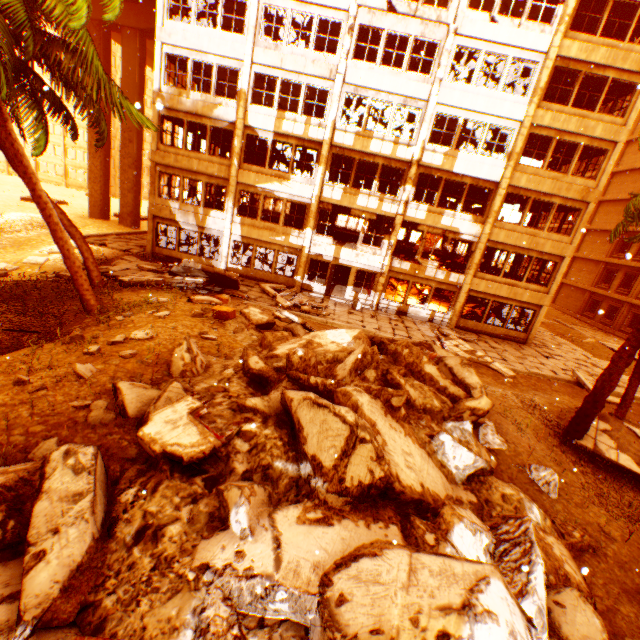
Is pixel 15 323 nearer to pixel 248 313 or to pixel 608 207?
pixel 248 313

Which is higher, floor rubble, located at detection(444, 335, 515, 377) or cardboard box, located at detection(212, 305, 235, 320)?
cardboard box, located at detection(212, 305, 235, 320)

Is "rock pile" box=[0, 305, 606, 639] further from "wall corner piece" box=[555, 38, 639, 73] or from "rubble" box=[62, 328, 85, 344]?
"wall corner piece" box=[555, 38, 639, 73]

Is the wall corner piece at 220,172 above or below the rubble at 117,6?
below

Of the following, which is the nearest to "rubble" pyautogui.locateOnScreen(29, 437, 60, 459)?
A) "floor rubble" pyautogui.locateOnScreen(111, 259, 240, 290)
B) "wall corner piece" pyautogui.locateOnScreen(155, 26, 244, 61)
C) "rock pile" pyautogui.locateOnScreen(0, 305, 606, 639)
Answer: "rock pile" pyautogui.locateOnScreen(0, 305, 606, 639)

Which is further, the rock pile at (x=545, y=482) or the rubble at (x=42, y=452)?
the rock pile at (x=545, y=482)

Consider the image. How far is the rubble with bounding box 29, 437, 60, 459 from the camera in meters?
4.2 m

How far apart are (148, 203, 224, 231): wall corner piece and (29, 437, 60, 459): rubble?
17.2 meters
